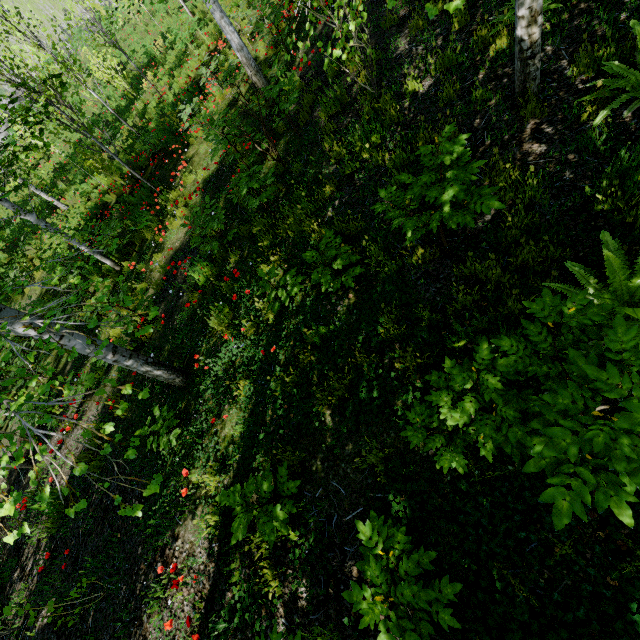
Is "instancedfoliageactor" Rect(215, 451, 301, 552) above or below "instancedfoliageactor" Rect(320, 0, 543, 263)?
below

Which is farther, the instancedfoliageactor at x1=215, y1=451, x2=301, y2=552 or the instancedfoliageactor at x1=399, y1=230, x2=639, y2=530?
the instancedfoliageactor at x1=215, y1=451, x2=301, y2=552

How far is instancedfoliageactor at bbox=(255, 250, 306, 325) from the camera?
4.00m

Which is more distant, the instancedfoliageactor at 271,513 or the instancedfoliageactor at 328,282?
the instancedfoliageactor at 328,282

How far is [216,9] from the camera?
6.2m
